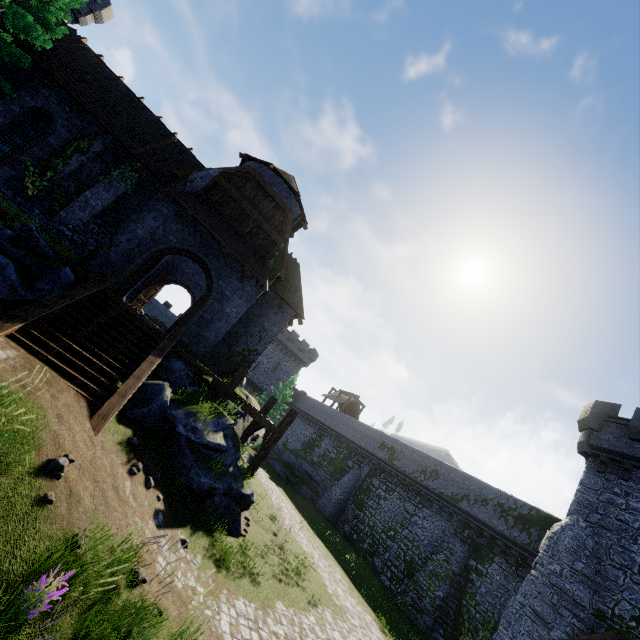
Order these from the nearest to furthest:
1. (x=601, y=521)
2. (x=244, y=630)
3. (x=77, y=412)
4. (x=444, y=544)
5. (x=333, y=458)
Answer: (x=77, y=412), (x=244, y=630), (x=601, y=521), (x=444, y=544), (x=333, y=458)

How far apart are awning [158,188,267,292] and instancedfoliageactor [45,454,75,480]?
10.2m

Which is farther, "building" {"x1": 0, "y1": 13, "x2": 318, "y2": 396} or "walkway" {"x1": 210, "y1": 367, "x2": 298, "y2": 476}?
"building" {"x1": 0, "y1": 13, "x2": 318, "y2": 396}

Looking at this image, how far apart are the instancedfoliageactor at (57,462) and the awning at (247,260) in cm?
1016

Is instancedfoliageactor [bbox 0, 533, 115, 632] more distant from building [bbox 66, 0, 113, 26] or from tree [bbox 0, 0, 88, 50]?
building [bbox 66, 0, 113, 26]

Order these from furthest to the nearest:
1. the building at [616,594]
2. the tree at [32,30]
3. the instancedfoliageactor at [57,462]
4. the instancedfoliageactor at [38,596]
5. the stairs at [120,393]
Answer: the building at [616,594] → the tree at [32,30] → the stairs at [120,393] → the instancedfoliageactor at [57,462] → the instancedfoliageactor at [38,596]

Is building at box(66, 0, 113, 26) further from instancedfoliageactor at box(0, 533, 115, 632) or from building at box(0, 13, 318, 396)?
instancedfoliageactor at box(0, 533, 115, 632)

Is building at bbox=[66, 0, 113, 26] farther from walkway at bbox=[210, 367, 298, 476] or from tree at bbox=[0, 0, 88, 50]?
walkway at bbox=[210, 367, 298, 476]
